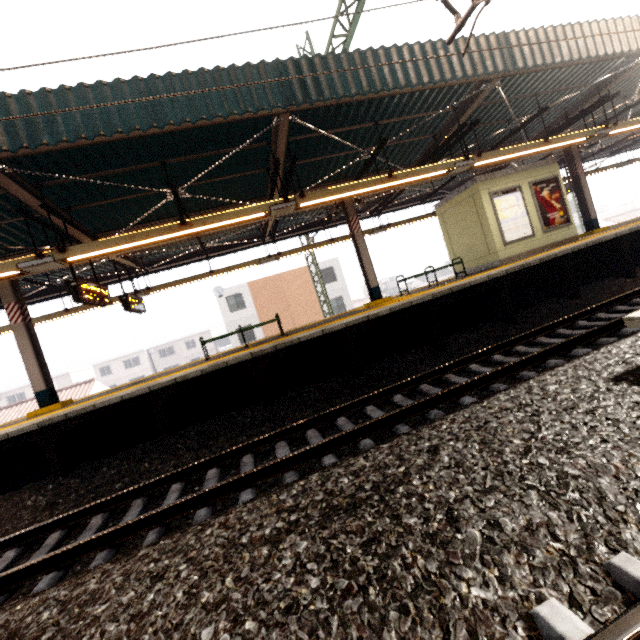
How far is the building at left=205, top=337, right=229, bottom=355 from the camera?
52.3m

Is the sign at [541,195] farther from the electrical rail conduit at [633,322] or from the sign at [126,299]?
the sign at [126,299]

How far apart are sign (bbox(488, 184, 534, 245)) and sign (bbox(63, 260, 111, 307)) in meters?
11.6

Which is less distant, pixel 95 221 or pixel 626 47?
pixel 626 47

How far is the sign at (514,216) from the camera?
10.5m

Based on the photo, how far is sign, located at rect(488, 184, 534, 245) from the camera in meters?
10.5 m

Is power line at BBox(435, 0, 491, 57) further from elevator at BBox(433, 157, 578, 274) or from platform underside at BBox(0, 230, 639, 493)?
elevator at BBox(433, 157, 578, 274)

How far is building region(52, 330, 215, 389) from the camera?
47.8m
